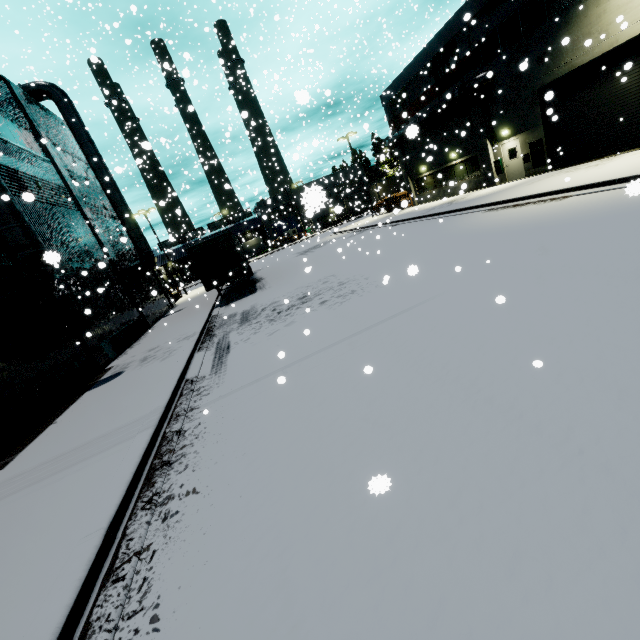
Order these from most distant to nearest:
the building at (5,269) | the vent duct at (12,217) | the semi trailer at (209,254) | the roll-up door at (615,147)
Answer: the semi trailer at (209,254)
the roll-up door at (615,147)
the building at (5,269)
the vent duct at (12,217)

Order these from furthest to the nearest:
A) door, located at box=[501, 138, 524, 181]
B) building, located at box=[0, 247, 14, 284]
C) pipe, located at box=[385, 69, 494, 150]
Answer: door, located at box=[501, 138, 524, 181] < pipe, located at box=[385, 69, 494, 150] < building, located at box=[0, 247, 14, 284]

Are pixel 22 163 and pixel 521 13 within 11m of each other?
no

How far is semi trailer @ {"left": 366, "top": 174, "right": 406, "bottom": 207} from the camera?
44.72m

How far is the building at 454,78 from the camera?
22.27m

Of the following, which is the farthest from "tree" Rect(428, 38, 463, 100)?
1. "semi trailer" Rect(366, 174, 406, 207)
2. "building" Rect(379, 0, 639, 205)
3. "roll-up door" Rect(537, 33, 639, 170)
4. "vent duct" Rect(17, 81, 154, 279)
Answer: "vent duct" Rect(17, 81, 154, 279)

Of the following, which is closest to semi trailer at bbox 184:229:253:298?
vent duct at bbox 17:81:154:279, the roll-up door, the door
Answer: vent duct at bbox 17:81:154:279
